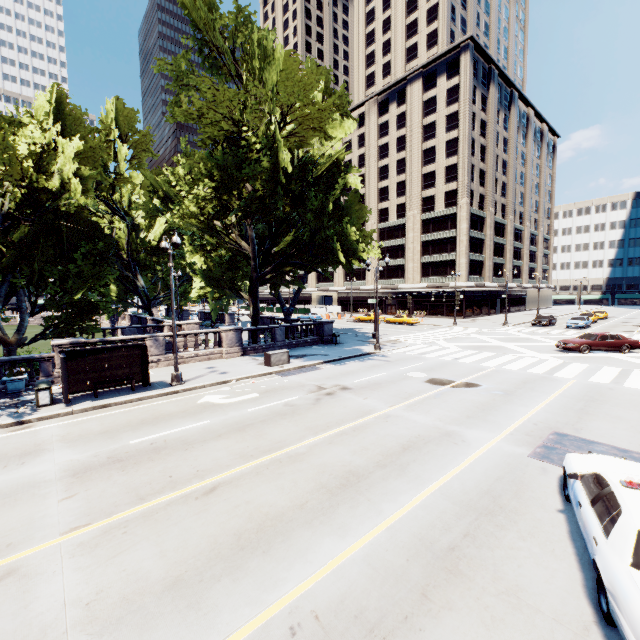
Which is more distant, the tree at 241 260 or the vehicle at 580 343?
the vehicle at 580 343

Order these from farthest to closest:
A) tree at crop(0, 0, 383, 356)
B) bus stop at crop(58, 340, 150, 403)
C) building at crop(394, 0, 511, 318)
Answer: building at crop(394, 0, 511, 318), tree at crop(0, 0, 383, 356), bus stop at crop(58, 340, 150, 403)

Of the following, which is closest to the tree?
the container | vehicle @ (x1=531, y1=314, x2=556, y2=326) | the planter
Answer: the planter

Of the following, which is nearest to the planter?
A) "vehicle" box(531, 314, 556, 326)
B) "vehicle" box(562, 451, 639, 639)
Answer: "vehicle" box(562, 451, 639, 639)

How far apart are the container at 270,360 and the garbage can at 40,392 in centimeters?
1020cm

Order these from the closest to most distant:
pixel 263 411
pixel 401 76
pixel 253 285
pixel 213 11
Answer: pixel 263 411, pixel 213 11, pixel 253 285, pixel 401 76

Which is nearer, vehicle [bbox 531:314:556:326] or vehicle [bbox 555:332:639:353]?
vehicle [bbox 555:332:639:353]

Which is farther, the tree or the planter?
the tree
